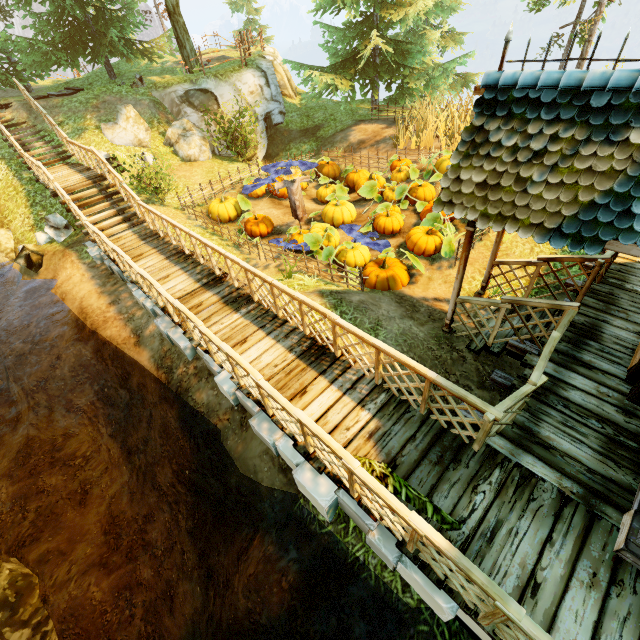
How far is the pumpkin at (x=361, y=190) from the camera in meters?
9.1 m

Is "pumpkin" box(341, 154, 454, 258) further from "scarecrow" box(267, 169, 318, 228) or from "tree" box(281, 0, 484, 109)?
"tree" box(281, 0, 484, 109)

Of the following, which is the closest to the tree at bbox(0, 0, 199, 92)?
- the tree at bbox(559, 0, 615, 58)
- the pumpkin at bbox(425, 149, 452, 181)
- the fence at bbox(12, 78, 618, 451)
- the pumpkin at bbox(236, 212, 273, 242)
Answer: the fence at bbox(12, 78, 618, 451)

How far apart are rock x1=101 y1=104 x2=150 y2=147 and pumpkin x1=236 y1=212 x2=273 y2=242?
6.6 meters

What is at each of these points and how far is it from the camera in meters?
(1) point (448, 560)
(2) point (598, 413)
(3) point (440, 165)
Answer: (1) fence, 3.0 m
(2) wooden platform, 4.7 m
(3) pumpkin, 11.7 m

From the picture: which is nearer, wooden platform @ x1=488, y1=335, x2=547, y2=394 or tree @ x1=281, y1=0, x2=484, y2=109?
wooden platform @ x1=488, y1=335, x2=547, y2=394

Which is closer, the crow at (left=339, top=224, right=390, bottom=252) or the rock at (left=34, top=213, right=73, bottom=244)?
the crow at (left=339, top=224, right=390, bottom=252)

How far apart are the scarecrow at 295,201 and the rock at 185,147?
6.9m
